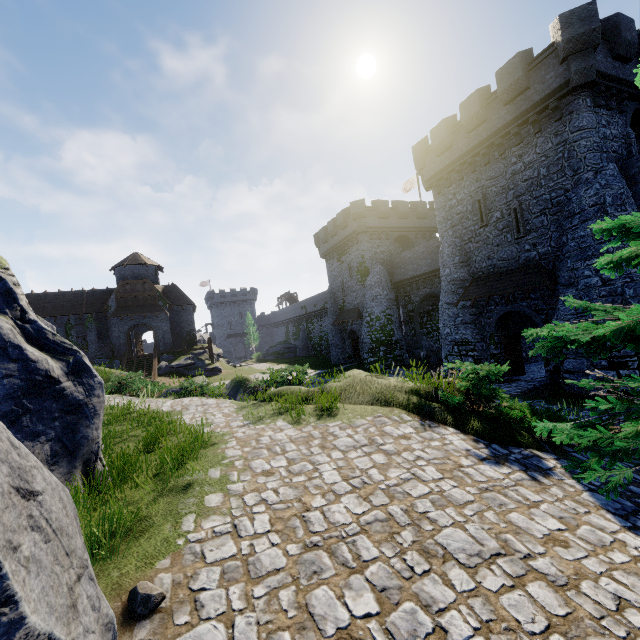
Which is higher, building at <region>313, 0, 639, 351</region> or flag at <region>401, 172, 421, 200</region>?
flag at <region>401, 172, 421, 200</region>

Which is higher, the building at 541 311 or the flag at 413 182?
the flag at 413 182

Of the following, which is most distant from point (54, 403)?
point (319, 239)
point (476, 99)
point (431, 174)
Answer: point (319, 239)

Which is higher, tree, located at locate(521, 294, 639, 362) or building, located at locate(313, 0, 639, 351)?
building, located at locate(313, 0, 639, 351)

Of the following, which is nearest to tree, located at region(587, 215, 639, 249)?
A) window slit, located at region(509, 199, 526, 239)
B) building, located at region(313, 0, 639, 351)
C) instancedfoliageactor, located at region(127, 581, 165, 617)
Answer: instancedfoliageactor, located at region(127, 581, 165, 617)

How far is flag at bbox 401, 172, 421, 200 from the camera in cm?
3728

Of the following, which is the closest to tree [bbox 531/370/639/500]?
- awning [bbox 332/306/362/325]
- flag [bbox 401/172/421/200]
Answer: awning [bbox 332/306/362/325]

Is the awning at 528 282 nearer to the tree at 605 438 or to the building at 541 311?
the building at 541 311
